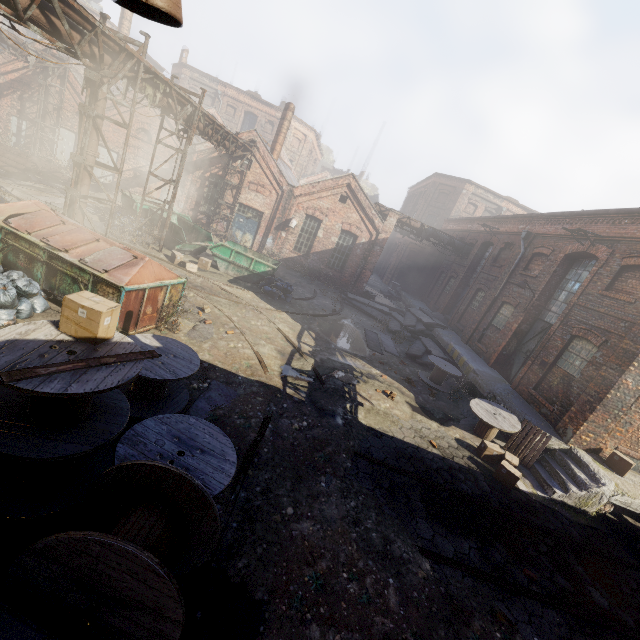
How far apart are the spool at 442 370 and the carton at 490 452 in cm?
382

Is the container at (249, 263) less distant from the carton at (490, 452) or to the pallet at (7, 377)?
the carton at (490, 452)

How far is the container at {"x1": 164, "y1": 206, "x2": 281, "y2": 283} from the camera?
15.87m

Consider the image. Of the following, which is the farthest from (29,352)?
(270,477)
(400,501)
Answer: (400,501)

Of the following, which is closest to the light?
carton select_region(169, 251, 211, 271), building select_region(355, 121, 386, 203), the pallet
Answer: the pallet

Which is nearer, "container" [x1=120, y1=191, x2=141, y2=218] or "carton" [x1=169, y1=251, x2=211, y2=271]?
"carton" [x1=169, y1=251, x2=211, y2=271]

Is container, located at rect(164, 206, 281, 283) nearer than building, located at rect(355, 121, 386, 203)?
Yes

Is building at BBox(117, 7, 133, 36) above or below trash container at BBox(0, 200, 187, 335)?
above
